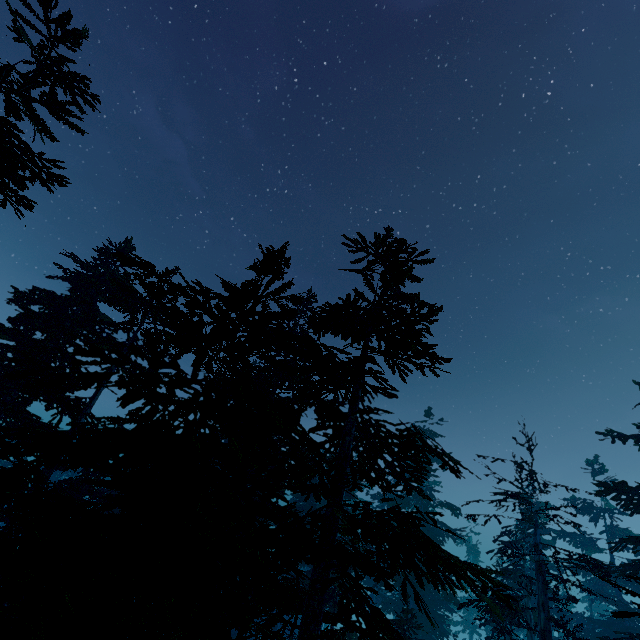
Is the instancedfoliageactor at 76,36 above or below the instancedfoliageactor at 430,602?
above

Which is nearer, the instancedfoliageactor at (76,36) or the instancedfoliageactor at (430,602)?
the instancedfoliageactor at (430,602)

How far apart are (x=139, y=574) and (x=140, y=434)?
2.5m

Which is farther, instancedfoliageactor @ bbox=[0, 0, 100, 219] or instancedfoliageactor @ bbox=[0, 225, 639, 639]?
instancedfoliageactor @ bbox=[0, 0, 100, 219]

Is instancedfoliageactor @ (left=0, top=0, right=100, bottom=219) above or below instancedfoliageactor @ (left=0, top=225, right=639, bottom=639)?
above
